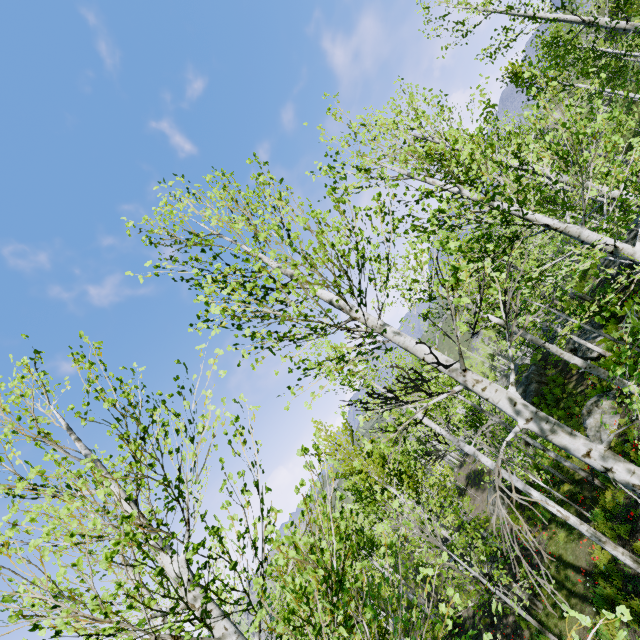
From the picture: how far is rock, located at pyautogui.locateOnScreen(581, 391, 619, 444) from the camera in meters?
12.1

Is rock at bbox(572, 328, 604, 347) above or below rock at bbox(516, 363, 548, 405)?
above

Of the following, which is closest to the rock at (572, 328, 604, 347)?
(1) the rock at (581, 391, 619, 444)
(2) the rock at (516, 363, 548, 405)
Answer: (2) the rock at (516, 363, 548, 405)

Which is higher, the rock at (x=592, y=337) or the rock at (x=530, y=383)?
the rock at (x=592, y=337)

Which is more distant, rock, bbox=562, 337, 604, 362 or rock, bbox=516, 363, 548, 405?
rock, bbox=516, 363, 548, 405

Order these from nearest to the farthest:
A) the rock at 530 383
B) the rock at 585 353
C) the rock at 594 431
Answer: the rock at 594 431, the rock at 585 353, the rock at 530 383

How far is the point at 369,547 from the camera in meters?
18.9 m

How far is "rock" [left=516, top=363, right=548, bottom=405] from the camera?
24.2m
